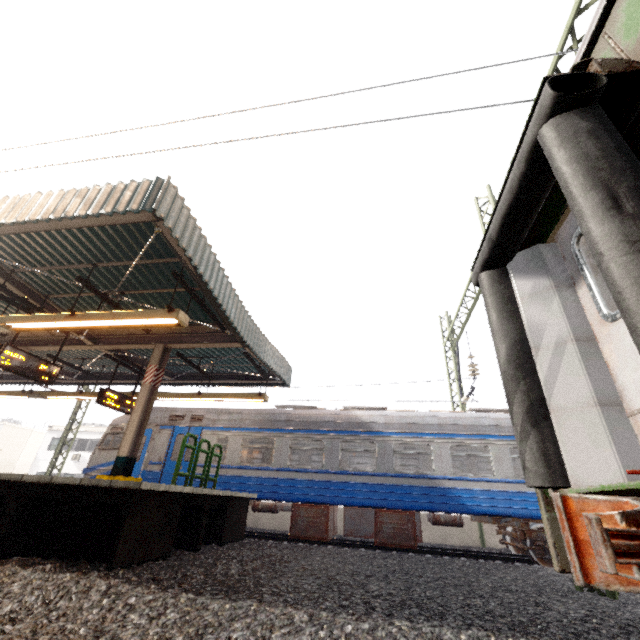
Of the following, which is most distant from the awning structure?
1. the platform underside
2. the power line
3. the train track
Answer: the power line

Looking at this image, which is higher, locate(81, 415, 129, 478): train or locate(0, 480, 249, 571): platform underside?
locate(81, 415, 129, 478): train

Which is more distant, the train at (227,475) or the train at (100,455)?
the train at (100,455)

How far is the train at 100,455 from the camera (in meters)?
11.67

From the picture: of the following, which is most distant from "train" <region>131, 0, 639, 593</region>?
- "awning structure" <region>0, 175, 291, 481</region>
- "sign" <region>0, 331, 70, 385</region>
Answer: "sign" <region>0, 331, 70, 385</region>

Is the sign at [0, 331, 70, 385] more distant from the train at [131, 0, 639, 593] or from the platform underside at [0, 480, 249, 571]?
the train at [131, 0, 639, 593]

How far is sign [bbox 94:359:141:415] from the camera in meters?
10.0

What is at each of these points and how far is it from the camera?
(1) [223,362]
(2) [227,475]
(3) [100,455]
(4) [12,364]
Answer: (1) awning structure, 12.3m
(2) train, 10.7m
(3) train, 12.0m
(4) sign, 7.5m
